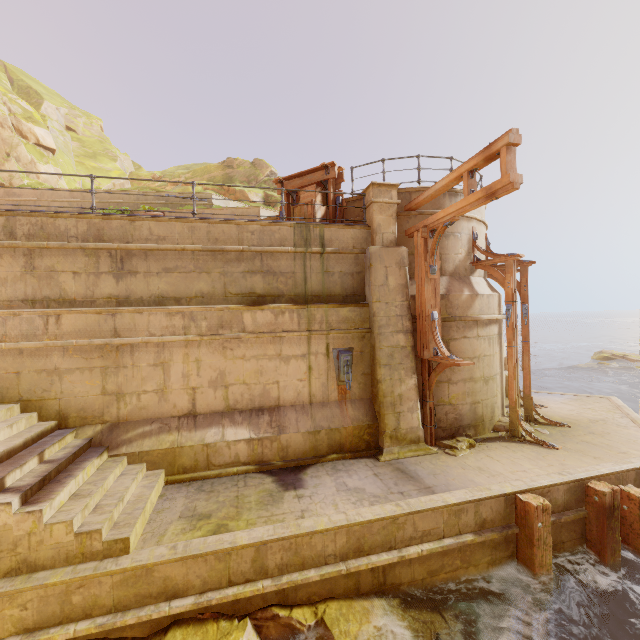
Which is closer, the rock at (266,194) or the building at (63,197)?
the building at (63,197)

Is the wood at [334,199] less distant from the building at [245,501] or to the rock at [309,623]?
the building at [245,501]

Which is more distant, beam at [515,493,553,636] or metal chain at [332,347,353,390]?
metal chain at [332,347,353,390]

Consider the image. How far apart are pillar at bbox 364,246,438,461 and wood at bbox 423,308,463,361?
0.33m

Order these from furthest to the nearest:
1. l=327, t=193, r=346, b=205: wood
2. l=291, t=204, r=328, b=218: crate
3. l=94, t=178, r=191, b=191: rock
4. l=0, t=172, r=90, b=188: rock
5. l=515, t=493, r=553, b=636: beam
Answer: l=94, t=178, r=191, b=191: rock, l=0, t=172, r=90, b=188: rock, l=327, t=193, r=346, b=205: wood, l=291, t=204, r=328, b=218: crate, l=515, t=493, r=553, b=636: beam

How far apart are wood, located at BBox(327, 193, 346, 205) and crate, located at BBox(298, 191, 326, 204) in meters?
0.0

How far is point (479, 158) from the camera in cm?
622

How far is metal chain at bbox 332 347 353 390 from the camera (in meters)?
7.98
